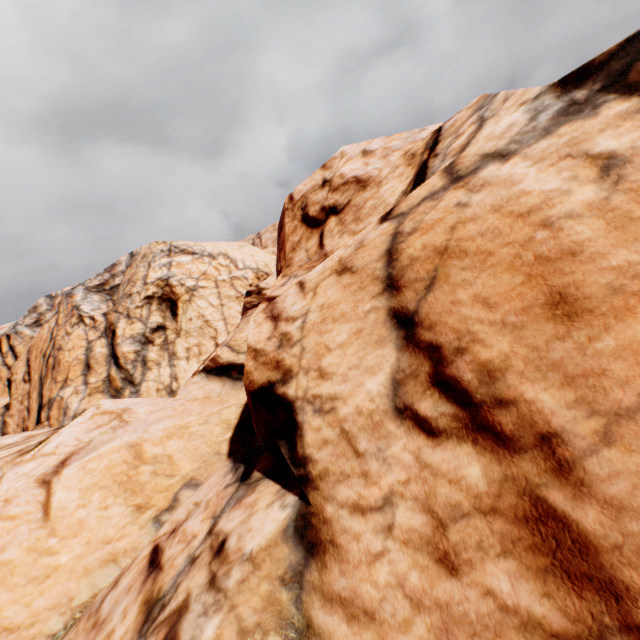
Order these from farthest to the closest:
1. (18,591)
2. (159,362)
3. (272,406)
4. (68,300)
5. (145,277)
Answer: (68,300) → (145,277) → (159,362) → (18,591) → (272,406)
